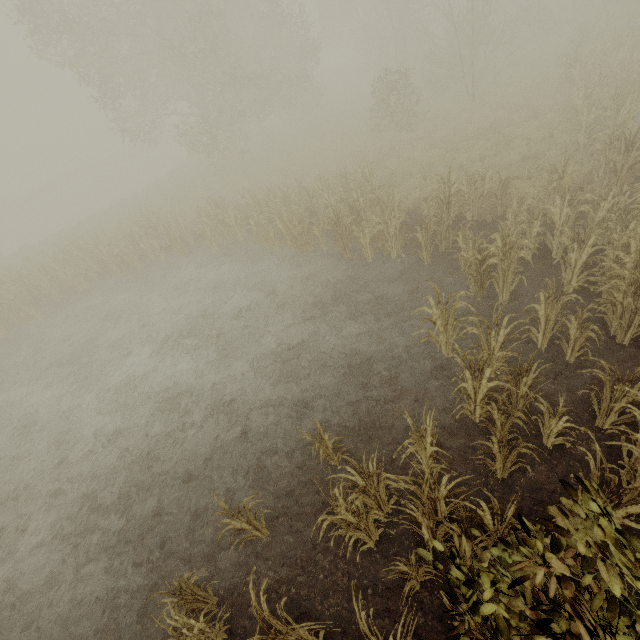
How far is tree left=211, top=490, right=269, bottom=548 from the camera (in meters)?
4.66

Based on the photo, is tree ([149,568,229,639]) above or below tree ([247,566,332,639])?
below

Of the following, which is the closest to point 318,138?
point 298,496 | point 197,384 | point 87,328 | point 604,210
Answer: point 87,328

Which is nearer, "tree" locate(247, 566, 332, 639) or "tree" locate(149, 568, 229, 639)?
"tree" locate(247, 566, 332, 639)

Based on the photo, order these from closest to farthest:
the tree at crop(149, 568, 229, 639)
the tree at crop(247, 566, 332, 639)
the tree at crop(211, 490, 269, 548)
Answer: the tree at crop(247, 566, 332, 639)
the tree at crop(149, 568, 229, 639)
the tree at crop(211, 490, 269, 548)

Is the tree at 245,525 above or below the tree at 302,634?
below

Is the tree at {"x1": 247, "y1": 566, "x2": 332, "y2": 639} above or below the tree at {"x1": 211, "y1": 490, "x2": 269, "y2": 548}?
above

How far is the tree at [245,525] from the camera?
4.7 meters
